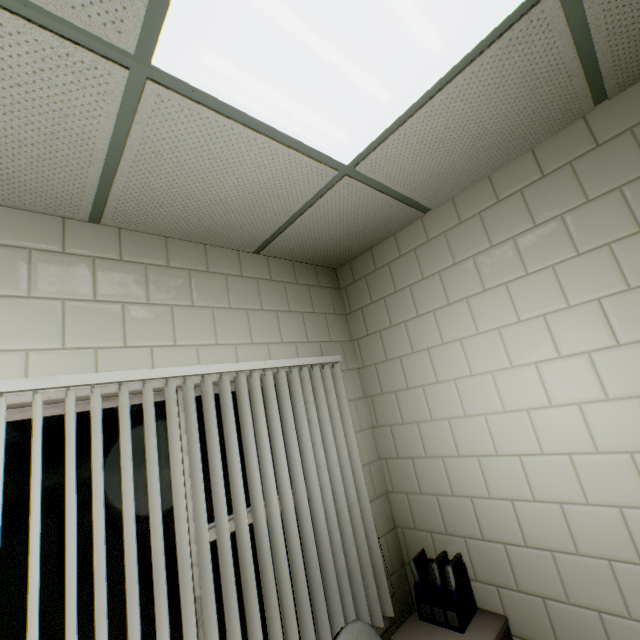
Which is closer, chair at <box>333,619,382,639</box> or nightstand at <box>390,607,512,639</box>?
chair at <box>333,619,382,639</box>

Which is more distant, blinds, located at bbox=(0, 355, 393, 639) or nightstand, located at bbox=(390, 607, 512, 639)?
nightstand, located at bbox=(390, 607, 512, 639)

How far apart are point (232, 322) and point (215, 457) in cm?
84

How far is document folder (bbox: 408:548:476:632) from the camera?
1.91m

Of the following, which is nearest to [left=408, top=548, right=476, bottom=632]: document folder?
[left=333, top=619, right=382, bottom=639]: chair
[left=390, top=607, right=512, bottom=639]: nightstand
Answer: [left=390, top=607, right=512, bottom=639]: nightstand

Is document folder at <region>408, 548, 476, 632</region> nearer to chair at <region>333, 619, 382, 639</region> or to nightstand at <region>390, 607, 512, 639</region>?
nightstand at <region>390, 607, 512, 639</region>

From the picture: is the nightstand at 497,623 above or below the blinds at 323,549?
below

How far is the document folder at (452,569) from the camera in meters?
1.9 m
